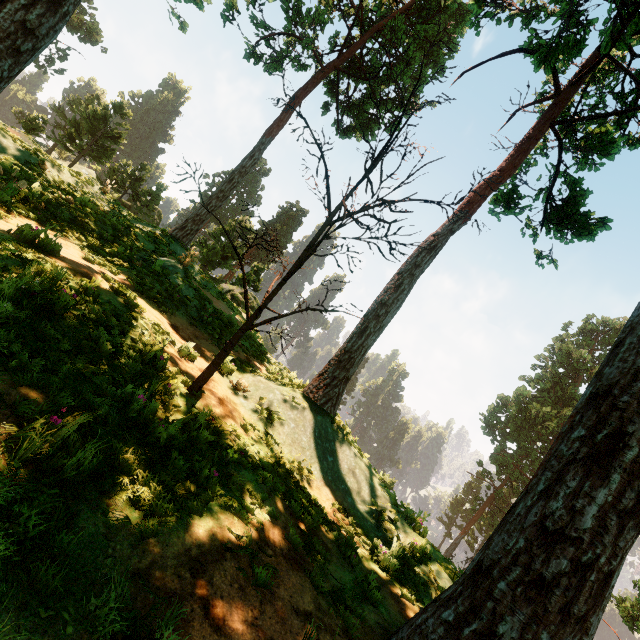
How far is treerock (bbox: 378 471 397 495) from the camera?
8.5m

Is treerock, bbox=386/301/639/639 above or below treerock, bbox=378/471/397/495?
above

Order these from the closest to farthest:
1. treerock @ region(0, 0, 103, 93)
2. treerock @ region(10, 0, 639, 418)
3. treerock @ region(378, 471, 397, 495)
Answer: treerock @ region(0, 0, 103, 93) < treerock @ region(10, 0, 639, 418) < treerock @ region(378, 471, 397, 495)

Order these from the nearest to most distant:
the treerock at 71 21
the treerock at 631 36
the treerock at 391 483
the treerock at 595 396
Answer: A:
1. the treerock at 595 396
2. the treerock at 71 21
3. the treerock at 631 36
4. the treerock at 391 483

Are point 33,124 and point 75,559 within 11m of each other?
no

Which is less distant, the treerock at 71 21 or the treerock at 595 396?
the treerock at 595 396

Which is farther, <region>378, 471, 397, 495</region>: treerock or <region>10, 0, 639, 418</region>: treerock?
<region>378, 471, 397, 495</region>: treerock
